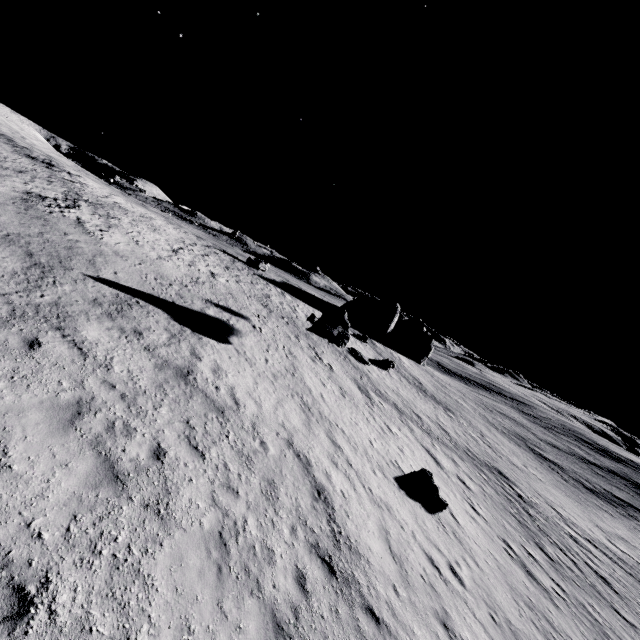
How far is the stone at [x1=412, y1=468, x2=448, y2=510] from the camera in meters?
14.1

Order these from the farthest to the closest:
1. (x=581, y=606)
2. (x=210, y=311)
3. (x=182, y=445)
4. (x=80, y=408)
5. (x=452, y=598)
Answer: (x=210, y=311) → (x=581, y=606) → (x=452, y=598) → (x=182, y=445) → (x=80, y=408)

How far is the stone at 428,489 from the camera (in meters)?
14.10
